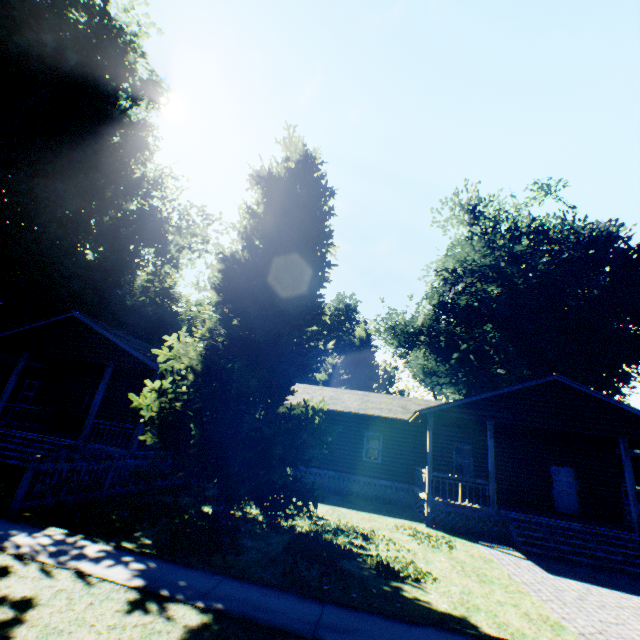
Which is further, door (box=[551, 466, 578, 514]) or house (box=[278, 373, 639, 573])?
door (box=[551, 466, 578, 514])

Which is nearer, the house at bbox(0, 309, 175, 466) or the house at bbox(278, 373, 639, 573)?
the house at bbox(278, 373, 639, 573)

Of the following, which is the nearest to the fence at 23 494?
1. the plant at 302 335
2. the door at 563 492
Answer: the plant at 302 335

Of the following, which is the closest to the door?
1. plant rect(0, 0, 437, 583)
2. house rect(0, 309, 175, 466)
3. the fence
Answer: house rect(0, 309, 175, 466)

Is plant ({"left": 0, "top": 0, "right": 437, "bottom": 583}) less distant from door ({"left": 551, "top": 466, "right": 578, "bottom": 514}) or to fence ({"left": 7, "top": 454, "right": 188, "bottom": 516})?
fence ({"left": 7, "top": 454, "right": 188, "bottom": 516})

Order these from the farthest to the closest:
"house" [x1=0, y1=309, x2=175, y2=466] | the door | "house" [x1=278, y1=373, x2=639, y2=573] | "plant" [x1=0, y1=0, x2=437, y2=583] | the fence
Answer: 1. the door
2. "house" [x1=0, y1=309, x2=175, y2=466]
3. "house" [x1=278, y1=373, x2=639, y2=573]
4. "plant" [x1=0, y1=0, x2=437, y2=583]
5. the fence

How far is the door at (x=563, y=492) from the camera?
16.5 meters

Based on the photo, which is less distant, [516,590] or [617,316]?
[516,590]
